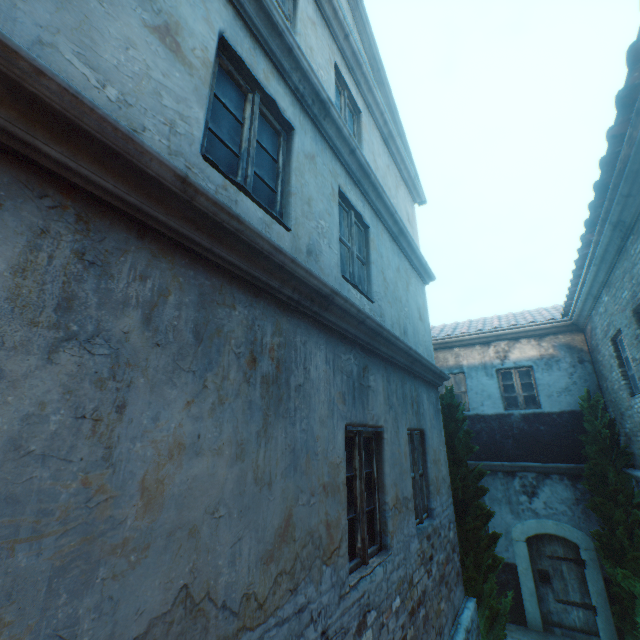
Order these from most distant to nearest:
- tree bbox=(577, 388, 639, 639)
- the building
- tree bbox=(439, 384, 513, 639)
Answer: tree bbox=(577, 388, 639, 639) → tree bbox=(439, 384, 513, 639) → the building

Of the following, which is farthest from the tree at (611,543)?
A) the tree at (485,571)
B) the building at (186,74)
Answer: the building at (186,74)

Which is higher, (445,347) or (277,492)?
(445,347)

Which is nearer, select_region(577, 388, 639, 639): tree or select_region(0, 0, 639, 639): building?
select_region(0, 0, 639, 639): building

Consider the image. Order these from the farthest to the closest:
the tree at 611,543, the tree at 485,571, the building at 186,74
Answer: the tree at 611,543, the tree at 485,571, the building at 186,74

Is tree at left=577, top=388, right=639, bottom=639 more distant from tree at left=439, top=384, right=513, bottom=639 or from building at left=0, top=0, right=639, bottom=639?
building at left=0, top=0, right=639, bottom=639

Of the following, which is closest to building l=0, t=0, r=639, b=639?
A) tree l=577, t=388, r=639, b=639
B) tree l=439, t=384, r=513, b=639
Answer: tree l=577, t=388, r=639, b=639
